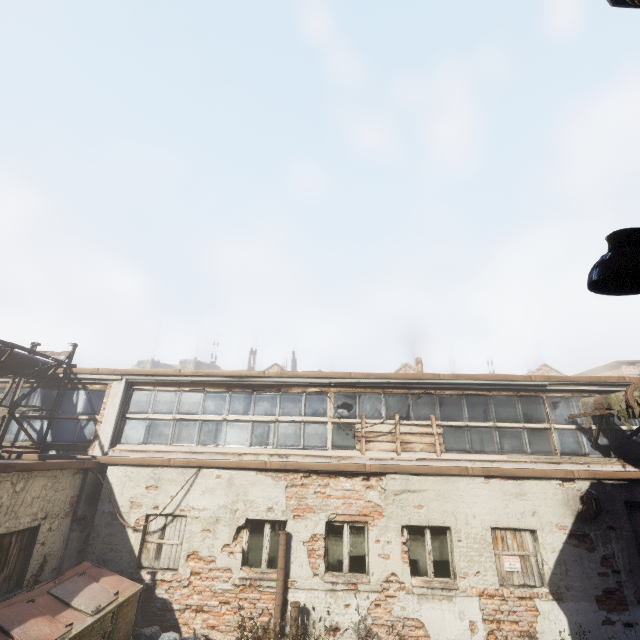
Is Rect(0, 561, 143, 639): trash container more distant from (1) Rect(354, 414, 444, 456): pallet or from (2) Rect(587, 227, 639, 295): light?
(2) Rect(587, 227, 639, 295): light

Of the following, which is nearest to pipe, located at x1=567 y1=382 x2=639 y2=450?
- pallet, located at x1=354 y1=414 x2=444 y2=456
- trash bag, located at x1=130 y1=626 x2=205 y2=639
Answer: pallet, located at x1=354 y1=414 x2=444 y2=456

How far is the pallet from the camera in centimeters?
862cm

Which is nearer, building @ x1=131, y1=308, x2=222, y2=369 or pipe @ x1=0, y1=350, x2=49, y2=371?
pipe @ x1=0, y1=350, x2=49, y2=371

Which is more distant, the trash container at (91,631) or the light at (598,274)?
the trash container at (91,631)

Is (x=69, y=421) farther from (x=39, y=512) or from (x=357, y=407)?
(x=357, y=407)

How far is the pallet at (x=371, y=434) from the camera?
8.62m

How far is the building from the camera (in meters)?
50.91
